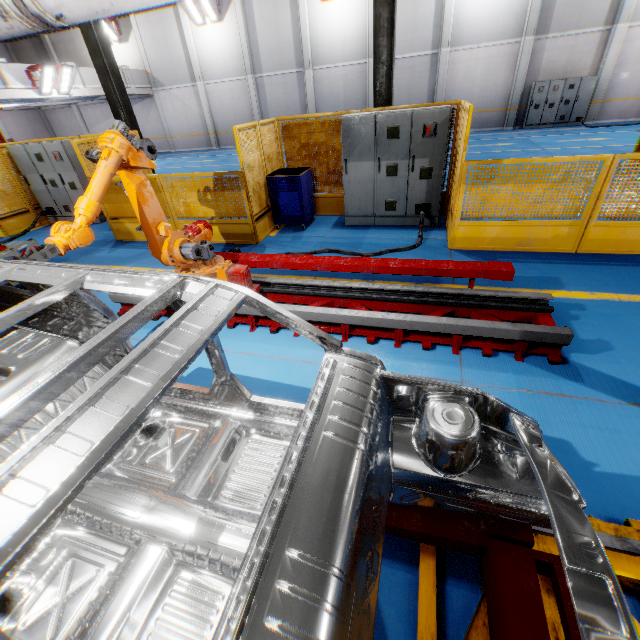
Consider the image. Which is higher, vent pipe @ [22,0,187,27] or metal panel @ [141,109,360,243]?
vent pipe @ [22,0,187,27]

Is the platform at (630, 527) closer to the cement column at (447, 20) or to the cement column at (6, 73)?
the cement column at (6, 73)

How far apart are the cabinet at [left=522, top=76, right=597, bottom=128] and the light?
24.9m

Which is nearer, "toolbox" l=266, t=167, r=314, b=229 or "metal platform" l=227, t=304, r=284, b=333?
"metal platform" l=227, t=304, r=284, b=333

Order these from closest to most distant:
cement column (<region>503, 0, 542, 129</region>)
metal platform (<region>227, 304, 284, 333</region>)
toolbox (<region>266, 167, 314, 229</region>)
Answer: metal platform (<region>227, 304, 284, 333</region>), toolbox (<region>266, 167, 314, 229</region>), cement column (<region>503, 0, 542, 129</region>)

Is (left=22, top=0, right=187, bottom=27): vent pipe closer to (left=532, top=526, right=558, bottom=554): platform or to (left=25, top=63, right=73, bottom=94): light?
(left=532, top=526, right=558, bottom=554): platform

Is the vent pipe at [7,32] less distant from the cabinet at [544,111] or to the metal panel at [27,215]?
the metal panel at [27,215]

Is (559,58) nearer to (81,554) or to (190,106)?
(190,106)
